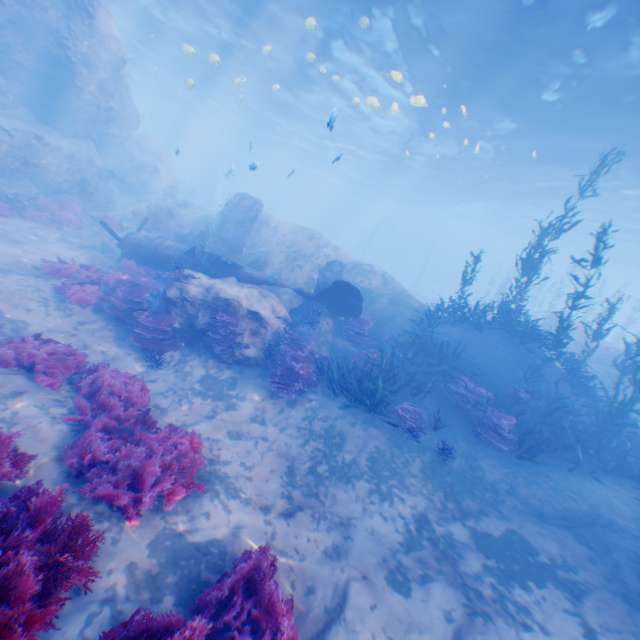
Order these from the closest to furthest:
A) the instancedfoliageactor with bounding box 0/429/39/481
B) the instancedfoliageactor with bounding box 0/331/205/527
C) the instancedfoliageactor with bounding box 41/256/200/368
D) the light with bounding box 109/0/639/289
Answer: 1. the instancedfoliageactor with bounding box 0/429/39/481
2. the instancedfoliageactor with bounding box 0/331/205/527
3. the instancedfoliageactor with bounding box 41/256/200/368
4. the light with bounding box 109/0/639/289

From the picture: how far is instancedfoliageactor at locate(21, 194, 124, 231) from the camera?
14.3m

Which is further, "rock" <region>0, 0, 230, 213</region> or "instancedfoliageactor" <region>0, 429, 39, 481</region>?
"rock" <region>0, 0, 230, 213</region>

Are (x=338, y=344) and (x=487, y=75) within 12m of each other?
no

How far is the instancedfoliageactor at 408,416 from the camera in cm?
852

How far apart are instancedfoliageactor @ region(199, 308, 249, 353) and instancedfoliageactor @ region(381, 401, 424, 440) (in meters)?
4.76

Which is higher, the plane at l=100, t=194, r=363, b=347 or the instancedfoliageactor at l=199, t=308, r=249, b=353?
the plane at l=100, t=194, r=363, b=347

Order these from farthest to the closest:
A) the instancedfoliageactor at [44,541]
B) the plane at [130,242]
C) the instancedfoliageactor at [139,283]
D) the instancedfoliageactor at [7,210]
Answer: the instancedfoliageactor at [7,210], the plane at [130,242], the instancedfoliageactor at [139,283], the instancedfoliageactor at [44,541]
